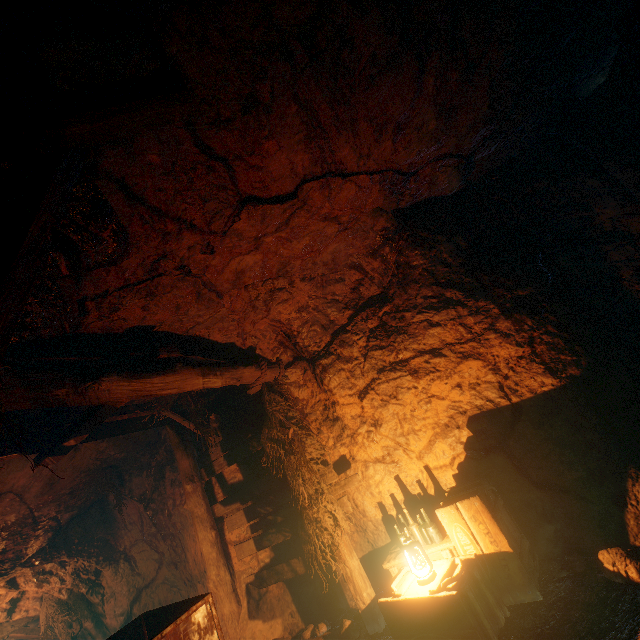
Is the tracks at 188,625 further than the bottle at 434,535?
No

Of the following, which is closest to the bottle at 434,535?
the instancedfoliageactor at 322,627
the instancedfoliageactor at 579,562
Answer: the instancedfoliageactor at 579,562

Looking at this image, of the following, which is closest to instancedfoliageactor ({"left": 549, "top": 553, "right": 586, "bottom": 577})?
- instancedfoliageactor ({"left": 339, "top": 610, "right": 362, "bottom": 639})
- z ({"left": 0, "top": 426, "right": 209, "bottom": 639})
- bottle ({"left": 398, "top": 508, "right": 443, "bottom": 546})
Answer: bottle ({"left": 398, "top": 508, "right": 443, "bottom": 546})

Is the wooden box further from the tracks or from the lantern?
the tracks

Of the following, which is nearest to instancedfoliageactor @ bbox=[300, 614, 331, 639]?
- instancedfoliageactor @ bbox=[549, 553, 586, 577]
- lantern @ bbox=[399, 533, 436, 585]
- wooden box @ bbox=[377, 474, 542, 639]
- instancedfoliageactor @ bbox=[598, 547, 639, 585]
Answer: wooden box @ bbox=[377, 474, 542, 639]

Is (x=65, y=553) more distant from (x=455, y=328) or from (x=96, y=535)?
(x=455, y=328)

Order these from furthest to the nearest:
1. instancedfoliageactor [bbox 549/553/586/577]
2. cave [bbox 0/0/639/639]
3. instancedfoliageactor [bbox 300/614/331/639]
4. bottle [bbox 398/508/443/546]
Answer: instancedfoliageactor [bbox 300/614/331/639], bottle [bbox 398/508/443/546], instancedfoliageactor [bbox 549/553/586/577], cave [bbox 0/0/639/639]

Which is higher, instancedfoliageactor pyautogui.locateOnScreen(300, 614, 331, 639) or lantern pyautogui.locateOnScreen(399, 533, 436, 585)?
lantern pyautogui.locateOnScreen(399, 533, 436, 585)
